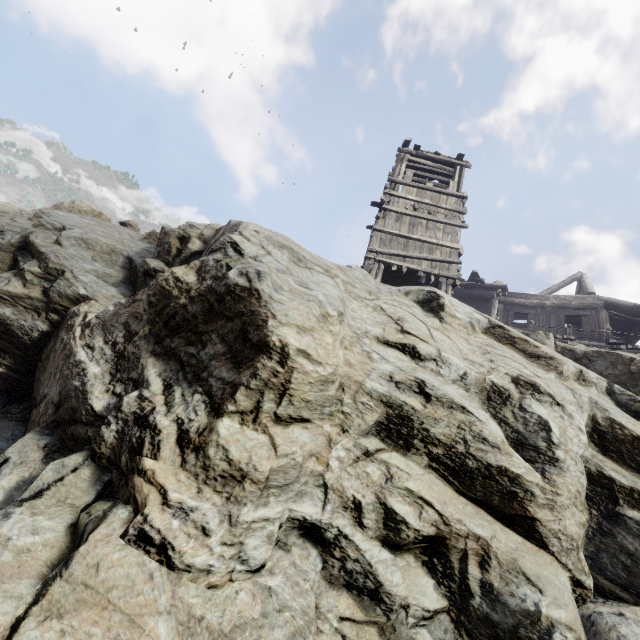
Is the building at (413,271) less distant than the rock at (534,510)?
No

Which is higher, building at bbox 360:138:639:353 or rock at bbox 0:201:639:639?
building at bbox 360:138:639:353

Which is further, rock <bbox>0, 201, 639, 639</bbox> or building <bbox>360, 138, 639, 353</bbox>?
building <bbox>360, 138, 639, 353</bbox>

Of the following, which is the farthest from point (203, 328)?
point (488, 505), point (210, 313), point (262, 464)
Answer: point (488, 505)

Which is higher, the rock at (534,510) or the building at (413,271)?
the building at (413,271)
